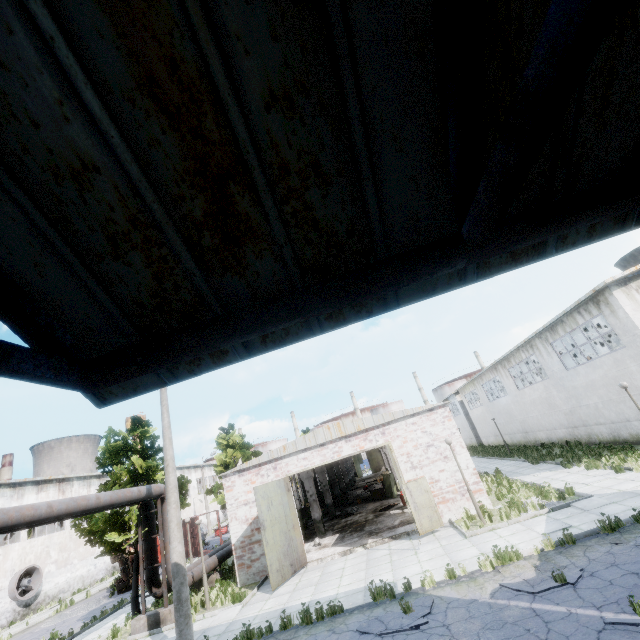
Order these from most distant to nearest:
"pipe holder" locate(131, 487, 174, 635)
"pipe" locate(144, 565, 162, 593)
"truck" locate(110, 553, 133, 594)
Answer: "truck" locate(110, 553, 133, 594) < "pipe" locate(144, 565, 162, 593) < "pipe holder" locate(131, 487, 174, 635)

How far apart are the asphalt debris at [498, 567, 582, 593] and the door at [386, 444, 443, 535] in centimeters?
419cm

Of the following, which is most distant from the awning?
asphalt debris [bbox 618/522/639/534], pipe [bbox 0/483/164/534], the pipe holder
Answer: the pipe holder

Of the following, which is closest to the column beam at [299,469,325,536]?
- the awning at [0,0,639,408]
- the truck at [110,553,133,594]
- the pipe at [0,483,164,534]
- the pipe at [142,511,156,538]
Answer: the pipe at [0,483,164,534]

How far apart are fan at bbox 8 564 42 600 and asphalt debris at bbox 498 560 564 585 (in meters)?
34.13

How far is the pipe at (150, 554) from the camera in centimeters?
1445cm

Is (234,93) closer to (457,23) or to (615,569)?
(457,23)

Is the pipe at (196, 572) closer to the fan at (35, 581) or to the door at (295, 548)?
the door at (295, 548)
